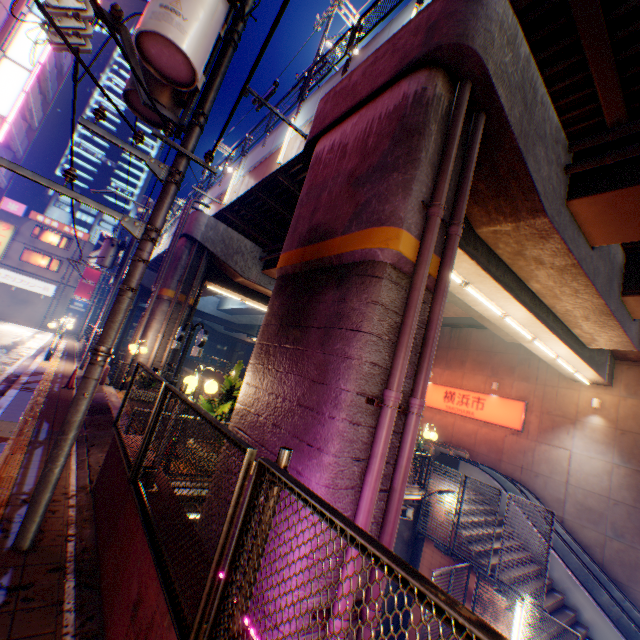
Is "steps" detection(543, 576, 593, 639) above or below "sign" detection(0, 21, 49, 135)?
below

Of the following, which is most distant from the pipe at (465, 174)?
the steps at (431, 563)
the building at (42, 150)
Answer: the building at (42, 150)

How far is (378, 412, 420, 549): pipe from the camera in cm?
402

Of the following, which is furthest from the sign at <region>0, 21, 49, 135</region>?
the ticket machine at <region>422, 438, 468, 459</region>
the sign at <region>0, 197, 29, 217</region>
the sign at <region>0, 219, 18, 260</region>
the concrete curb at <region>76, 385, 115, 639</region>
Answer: the ticket machine at <region>422, 438, 468, 459</region>

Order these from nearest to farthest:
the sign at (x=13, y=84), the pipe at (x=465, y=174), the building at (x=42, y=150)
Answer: the pipe at (x=465, y=174)
the sign at (x=13, y=84)
the building at (x=42, y=150)

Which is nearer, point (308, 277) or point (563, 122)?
point (308, 277)

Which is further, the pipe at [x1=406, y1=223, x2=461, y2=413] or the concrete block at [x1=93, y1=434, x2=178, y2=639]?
the pipe at [x1=406, y1=223, x2=461, y2=413]

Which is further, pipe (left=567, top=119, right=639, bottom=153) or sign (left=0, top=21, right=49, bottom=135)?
sign (left=0, top=21, right=49, bottom=135)
